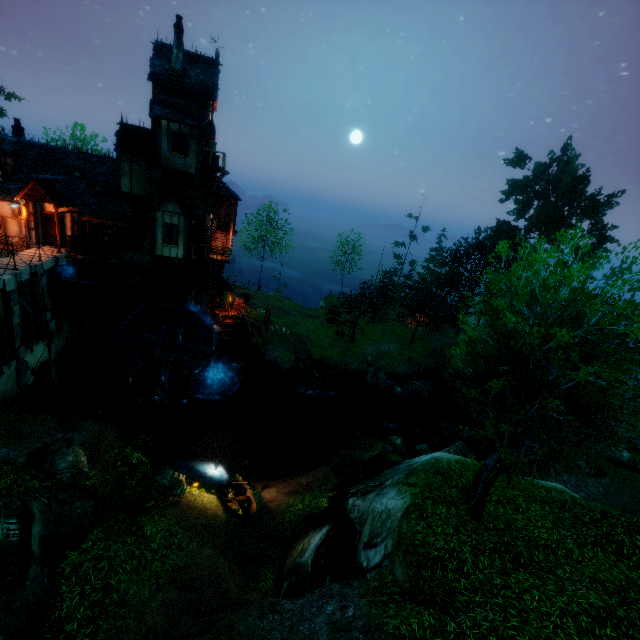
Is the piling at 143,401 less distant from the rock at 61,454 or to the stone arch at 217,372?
the stone arch at 217,372

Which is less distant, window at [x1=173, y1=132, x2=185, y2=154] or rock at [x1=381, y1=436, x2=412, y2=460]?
window at [x1=173, y1=132, x2=185, y2=154]

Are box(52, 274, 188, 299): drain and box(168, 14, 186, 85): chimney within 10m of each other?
no

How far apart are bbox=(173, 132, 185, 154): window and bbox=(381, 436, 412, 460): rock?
22.53m

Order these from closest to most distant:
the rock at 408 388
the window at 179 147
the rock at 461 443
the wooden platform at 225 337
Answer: the rock at 461 443, the window at 179 147, the wooden platform at 225 337, the rock at 408 388

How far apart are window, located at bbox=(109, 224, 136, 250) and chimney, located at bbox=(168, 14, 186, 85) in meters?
9.4 m

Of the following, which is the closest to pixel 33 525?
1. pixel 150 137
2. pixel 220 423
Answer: pixel 220 423

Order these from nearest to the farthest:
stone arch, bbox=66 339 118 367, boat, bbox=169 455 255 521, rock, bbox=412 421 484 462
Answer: boat, bbox=169 455 255 521
rock, bbox=412 421 484 462
stone arch, bbox=66 339 118 367
